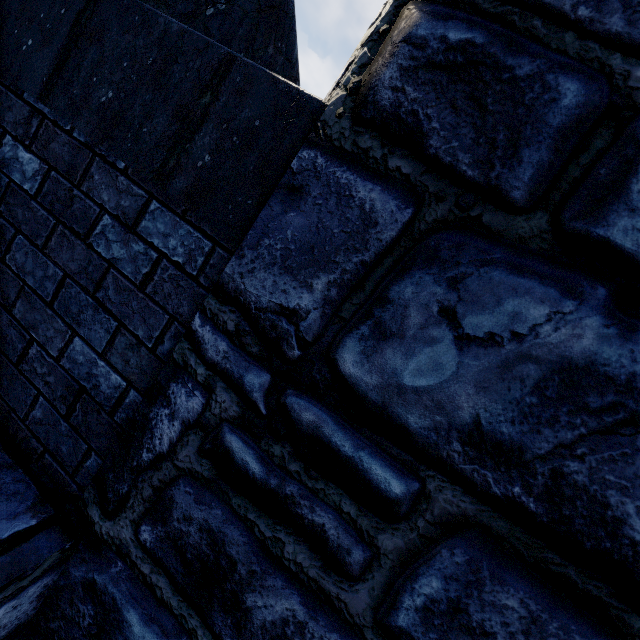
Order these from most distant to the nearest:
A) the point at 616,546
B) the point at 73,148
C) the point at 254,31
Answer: the point at 254,31 < the point at 73,148 < the point at 616,546
